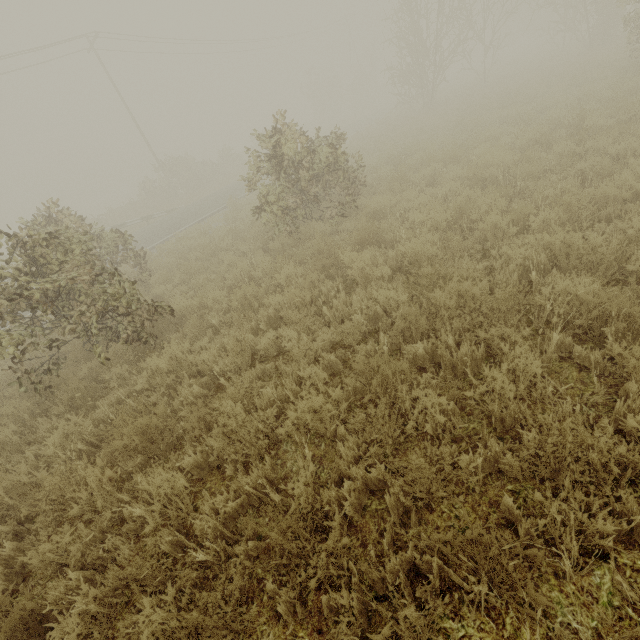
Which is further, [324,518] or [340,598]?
[324,518]
